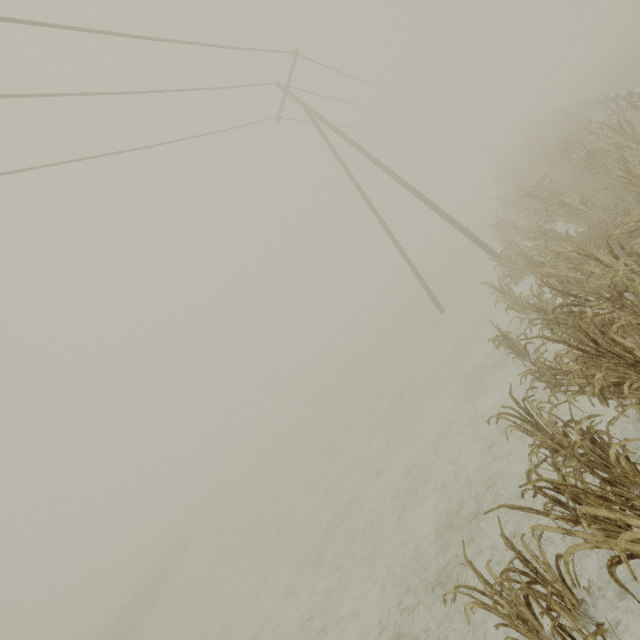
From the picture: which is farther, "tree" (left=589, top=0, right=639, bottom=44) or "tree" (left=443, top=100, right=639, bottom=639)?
"tree" (left=589, top=0, right=639, bottom=44)

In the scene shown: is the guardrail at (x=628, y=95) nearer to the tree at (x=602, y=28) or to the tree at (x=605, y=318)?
the tree at (x=602, y=28)

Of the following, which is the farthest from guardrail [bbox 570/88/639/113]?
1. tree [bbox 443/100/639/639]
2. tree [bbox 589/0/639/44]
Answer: tree [bbox 443/100/639/639]

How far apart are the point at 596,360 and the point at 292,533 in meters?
13.2 m

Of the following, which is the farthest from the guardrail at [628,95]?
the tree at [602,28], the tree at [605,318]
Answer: the tree at [605,318]

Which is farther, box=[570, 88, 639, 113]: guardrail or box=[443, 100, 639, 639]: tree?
box=[570, 88, 639, 113]: guardrail
